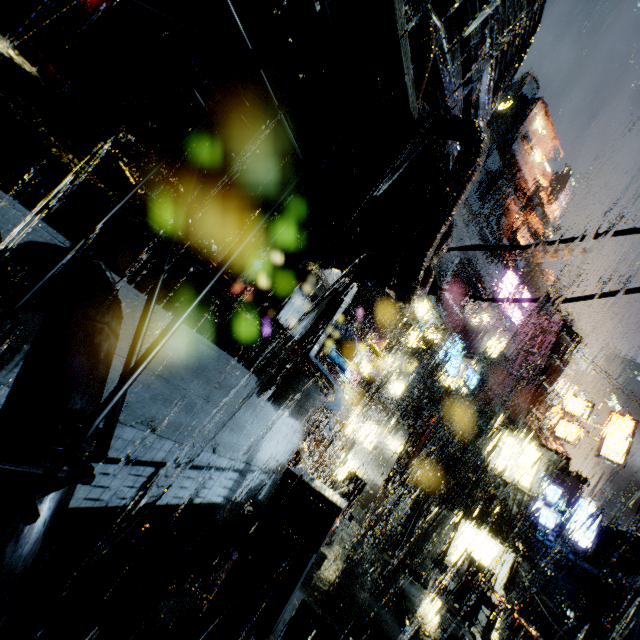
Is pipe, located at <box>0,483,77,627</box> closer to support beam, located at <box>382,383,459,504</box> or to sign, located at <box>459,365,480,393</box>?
support beam, located at <box>382,383,459,504</box>

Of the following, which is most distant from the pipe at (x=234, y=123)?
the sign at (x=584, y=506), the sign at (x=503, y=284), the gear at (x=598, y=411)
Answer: the gear at (x=598, y=411)

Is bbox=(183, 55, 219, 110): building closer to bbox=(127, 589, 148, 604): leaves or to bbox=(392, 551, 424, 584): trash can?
bbox=(392, 551, 424, 584): trash can

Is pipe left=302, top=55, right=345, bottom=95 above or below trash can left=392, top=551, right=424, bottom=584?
above

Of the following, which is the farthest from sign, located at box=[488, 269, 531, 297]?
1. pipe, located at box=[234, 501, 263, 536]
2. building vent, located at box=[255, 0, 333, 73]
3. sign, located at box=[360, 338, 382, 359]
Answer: pipe, located at box=[234, 501, 263, 536]

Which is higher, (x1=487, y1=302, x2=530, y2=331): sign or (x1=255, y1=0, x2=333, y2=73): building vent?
(x1=487, y1=302, x2=530, y2=331): sign

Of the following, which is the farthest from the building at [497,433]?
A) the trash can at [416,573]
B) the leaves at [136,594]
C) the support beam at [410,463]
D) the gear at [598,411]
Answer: the gear at [598,411]

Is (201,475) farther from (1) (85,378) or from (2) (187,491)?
(1) (85,378)
